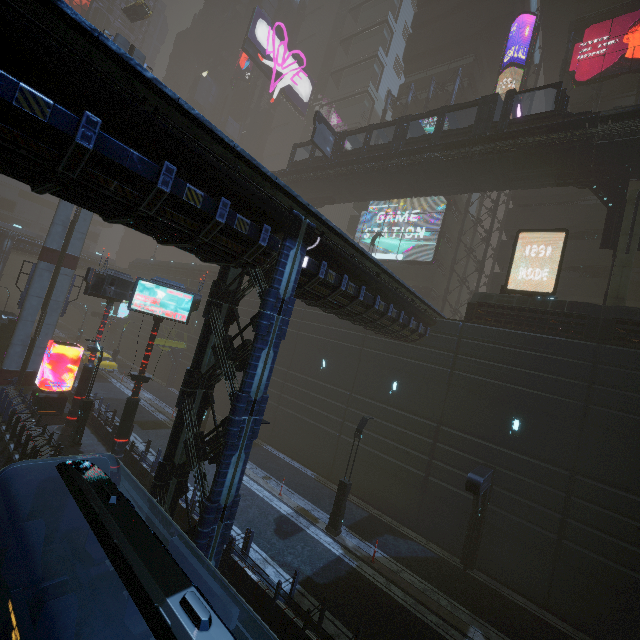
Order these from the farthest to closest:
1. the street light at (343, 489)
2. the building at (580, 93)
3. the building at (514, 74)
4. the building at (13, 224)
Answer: the building at (13, 224) → the building at (514, 74) → the building at (580, 93) → the street light at (343, 489)

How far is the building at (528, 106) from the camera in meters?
33.9

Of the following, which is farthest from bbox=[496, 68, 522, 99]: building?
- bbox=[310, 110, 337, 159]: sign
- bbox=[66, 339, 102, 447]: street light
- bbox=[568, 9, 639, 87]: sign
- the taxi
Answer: bbox=[310, 110, 337, 159]: sign

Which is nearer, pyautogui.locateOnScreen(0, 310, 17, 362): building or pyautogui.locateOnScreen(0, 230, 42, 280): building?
pyautogui.locateOnScreen(0, 310, 17, 362): building

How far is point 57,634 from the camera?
4.4m

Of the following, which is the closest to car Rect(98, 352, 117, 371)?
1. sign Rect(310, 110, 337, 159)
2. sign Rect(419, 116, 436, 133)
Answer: sign Rect(310, 110, 337, 159)

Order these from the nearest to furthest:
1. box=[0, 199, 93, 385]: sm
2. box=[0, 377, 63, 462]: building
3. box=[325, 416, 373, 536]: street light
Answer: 1. box=[0, 377, 63, 462]: building
2. box=[325, 416, 373, 536]: street light
3. box=[0, 199, 93, 385]: sm

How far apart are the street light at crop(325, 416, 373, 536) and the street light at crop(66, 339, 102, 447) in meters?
13.3
